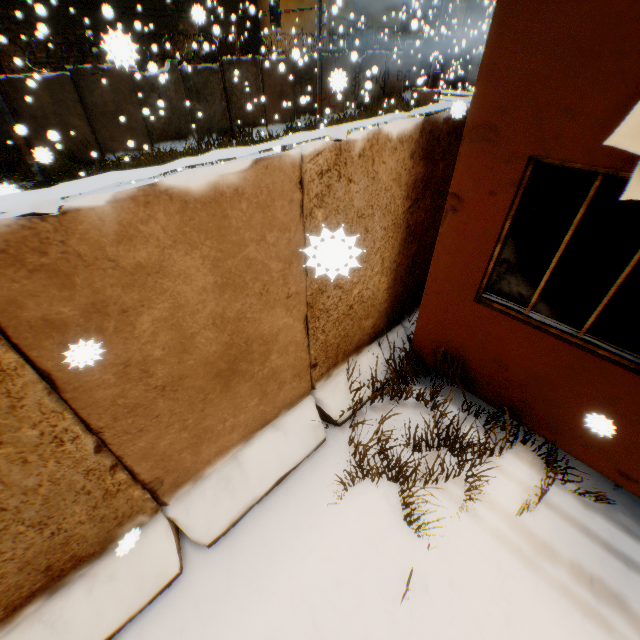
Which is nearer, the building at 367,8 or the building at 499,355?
the building at 499,355

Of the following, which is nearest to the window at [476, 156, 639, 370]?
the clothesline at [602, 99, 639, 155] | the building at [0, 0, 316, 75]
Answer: the building at [0, 0, 316, 75]

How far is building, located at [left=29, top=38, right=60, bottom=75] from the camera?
13.5m

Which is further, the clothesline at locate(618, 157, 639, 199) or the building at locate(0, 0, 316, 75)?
the building at locate(0, 0, 316, 75)

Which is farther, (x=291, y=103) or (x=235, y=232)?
(x=291, y=103)
